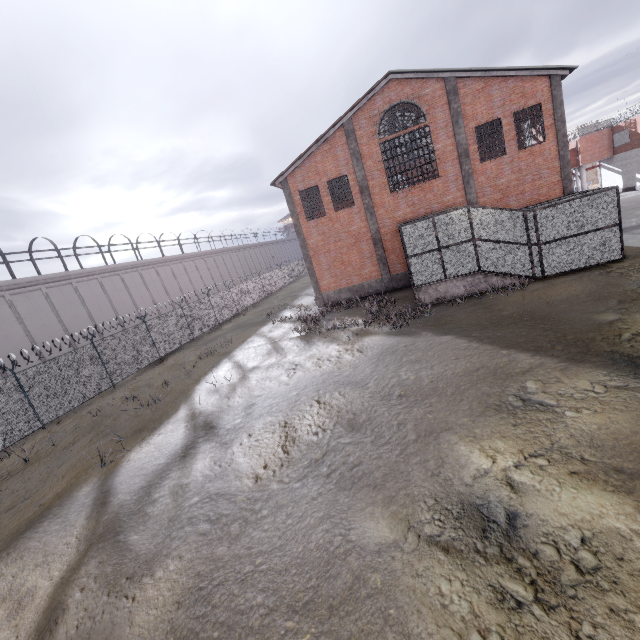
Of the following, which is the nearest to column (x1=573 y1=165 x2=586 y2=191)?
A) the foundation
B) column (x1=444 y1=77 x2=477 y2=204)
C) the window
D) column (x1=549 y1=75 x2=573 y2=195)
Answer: the window

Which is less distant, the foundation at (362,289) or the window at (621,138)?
the foundation at (362,289)

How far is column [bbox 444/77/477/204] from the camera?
18.0 meters

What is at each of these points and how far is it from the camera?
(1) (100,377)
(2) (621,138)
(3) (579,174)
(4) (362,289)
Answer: (1) fence, 17.95m
(2) window, 34.56m
(3) column, 38.16m
(4) foundation, 22.30m

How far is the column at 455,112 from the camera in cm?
1795

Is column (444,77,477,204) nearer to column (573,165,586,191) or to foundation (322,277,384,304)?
foundation (322,277,384,304)

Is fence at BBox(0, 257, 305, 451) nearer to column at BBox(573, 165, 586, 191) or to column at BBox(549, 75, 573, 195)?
column at BBox(573, 165, 586, 191)
